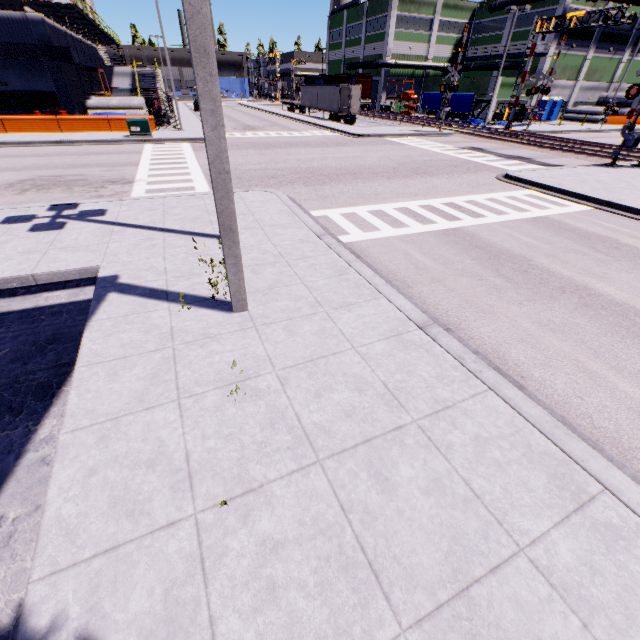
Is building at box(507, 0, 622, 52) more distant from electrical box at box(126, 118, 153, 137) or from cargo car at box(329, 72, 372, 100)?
electrical box at box(126, 118, 153, 137)

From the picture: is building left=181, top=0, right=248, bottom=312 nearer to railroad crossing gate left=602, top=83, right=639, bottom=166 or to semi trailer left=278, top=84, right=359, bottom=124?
semi trailer left=278, top=84, right=359, bottom=124

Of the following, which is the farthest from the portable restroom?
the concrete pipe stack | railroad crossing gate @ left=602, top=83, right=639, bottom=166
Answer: railroad crossing gate @ left=602, top=83, right=639, bottom=166

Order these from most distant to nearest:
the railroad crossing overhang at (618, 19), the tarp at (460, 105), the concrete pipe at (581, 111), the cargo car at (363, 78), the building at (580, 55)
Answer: the cargo car at (363, 78), the concrete pipe at (581, 111), the building at (580, 55), the tarp at (460, 105), the railroad crossing overhang at (618, 19)

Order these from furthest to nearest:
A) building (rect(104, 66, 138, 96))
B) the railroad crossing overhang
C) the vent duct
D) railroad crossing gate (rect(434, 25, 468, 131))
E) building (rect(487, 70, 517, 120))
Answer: building (rect(104, 66, 138, 96)) → building (rect(487, 70, 517, 120)) → railroad crossing gate (rect(434, 25, 468, 131)) → the vent duct → the railroad crossing overhang

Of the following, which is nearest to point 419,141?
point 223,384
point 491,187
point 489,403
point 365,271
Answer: point 491,187

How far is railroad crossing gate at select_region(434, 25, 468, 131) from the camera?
26.70m

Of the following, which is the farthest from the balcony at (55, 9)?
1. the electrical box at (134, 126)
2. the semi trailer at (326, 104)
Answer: the electrical box at (134, 126)
